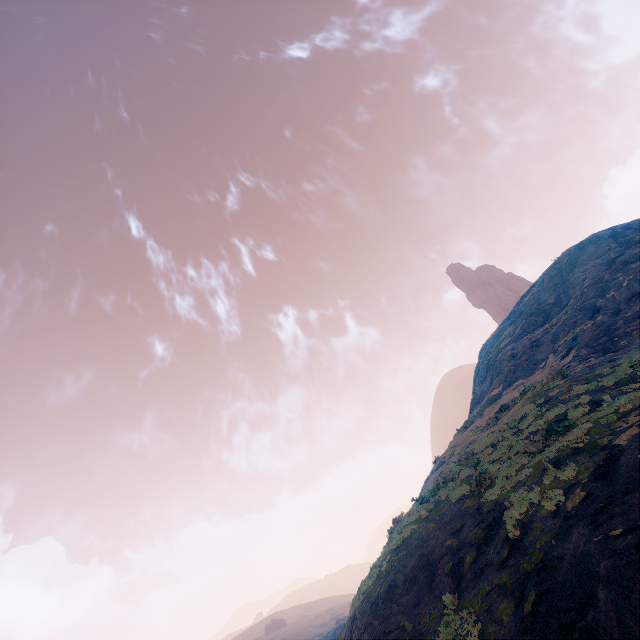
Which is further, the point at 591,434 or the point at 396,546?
the point at 396,546
